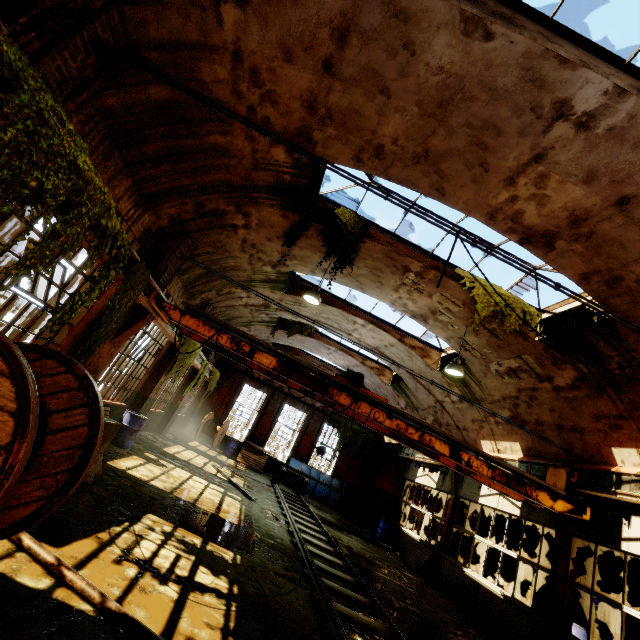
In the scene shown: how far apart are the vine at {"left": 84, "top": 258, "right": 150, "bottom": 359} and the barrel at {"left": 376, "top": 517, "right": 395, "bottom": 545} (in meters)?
15.42

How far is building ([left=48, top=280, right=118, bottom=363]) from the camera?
6.5m

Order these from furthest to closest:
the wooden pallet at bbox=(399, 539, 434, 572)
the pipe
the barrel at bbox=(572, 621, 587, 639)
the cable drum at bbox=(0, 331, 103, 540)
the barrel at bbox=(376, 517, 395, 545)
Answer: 1. the barrel at bbox=(376, 517, 395, 545)
2. the wooden pallet at bbox=(399, 539, 434, 572)
3. the barrel at bbox=(572, 621, 587, 639)
4. the pipe
5. the cable drum at bbox=(0, 331, 103, 540)

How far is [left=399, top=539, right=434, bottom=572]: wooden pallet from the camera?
12.6 meters

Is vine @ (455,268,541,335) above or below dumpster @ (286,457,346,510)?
above

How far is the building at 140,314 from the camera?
6.96m

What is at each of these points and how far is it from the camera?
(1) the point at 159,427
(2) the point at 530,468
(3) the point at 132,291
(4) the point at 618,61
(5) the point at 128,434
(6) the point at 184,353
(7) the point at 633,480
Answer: (1) building, 15.41m
(2) beam, 10.16m
(3) vine, 6.27m
(4) window frame, 4.25m
(5) barrel, 9.52m
(6) vine, 7.27m
(7) beam, 7.45m

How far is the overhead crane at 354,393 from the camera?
7.6m
